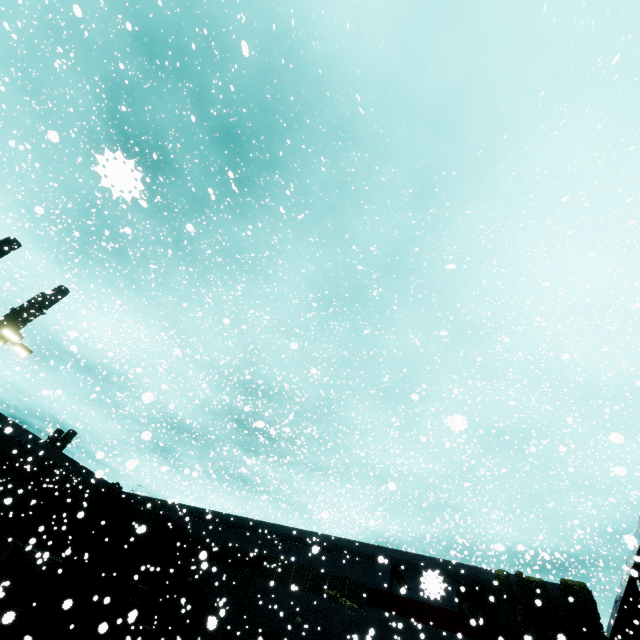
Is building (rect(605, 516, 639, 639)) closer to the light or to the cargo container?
the cargo container

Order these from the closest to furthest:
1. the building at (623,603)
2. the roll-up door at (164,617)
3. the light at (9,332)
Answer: the light at (9,332)
the building at (623,603)
the roll-up door at (164,617)

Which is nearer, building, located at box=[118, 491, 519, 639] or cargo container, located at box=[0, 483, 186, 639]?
cargo container, located at box=[0, 483, 186, 639]

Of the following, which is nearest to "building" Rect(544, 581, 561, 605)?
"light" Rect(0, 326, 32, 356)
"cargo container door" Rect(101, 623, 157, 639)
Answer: "cargo container door" Rect(101, 623, 157, 639)

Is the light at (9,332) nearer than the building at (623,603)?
Yes

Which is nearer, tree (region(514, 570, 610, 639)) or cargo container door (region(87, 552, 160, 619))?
tree (region(514, 570, 610, 639))

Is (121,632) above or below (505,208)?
below

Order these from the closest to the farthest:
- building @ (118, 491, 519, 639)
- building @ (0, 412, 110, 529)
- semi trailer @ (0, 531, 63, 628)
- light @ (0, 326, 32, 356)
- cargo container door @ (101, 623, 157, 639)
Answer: light @ (0, 326, 32, 356) < semi trailer @ (0, 531, 63, 628) < cargo container door @ (101, 623, 157, 639) < building @ (118, 491, 519, 639) < building @ (0, 412, 110, 529)
